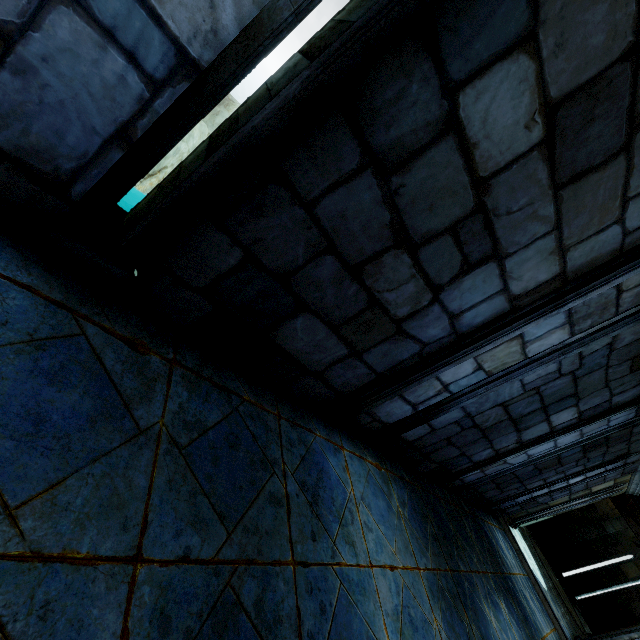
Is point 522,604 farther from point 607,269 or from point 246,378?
point 246,378
